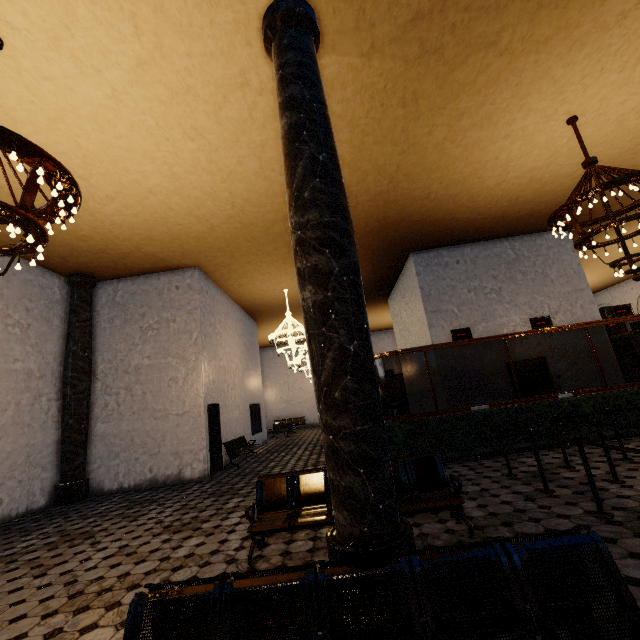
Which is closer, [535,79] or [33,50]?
[33,50]
